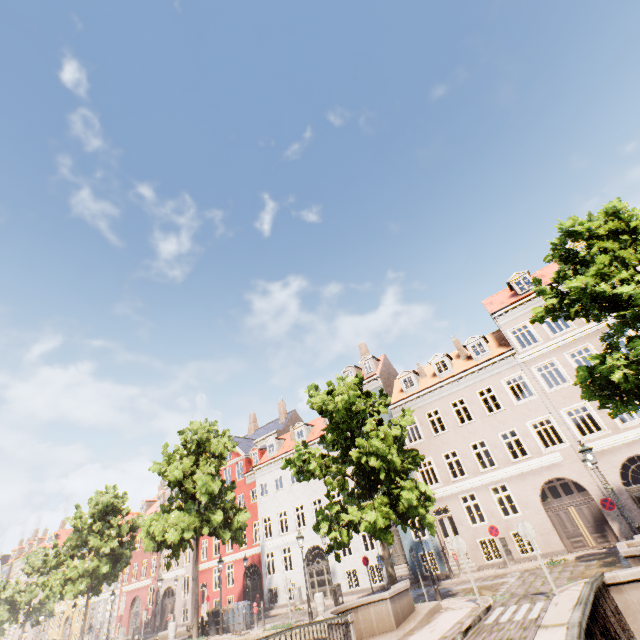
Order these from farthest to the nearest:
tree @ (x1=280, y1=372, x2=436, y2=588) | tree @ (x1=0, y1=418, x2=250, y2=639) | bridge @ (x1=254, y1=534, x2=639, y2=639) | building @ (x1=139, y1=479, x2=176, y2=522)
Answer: building @ (x1=139, y1=479, x2=176, y2=522) → tree @ (x1=0, y1=418, x2=250, y2=639) → tree @ (x1=280, y1=372, x2=436, y2=588) → bridge @ (x1=254, y1=534, x2=639, y2=639)

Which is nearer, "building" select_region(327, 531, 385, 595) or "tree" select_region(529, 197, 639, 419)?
"tree" select_region(529, 197, 639, 419)

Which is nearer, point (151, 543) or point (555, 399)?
point (555, 399)

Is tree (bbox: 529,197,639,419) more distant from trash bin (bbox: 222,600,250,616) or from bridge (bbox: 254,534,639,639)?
trash bin (bbox: 222,600,250,616)

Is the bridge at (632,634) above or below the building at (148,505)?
below

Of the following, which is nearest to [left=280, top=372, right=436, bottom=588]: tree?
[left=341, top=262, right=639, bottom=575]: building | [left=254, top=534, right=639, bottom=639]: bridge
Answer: [left=254, top=534, right=639, bottom=639]: bridge

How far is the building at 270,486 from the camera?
25.8m

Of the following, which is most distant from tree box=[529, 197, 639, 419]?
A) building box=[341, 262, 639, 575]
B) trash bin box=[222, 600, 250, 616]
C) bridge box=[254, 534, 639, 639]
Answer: building box=[341, 262, 639, 575]
